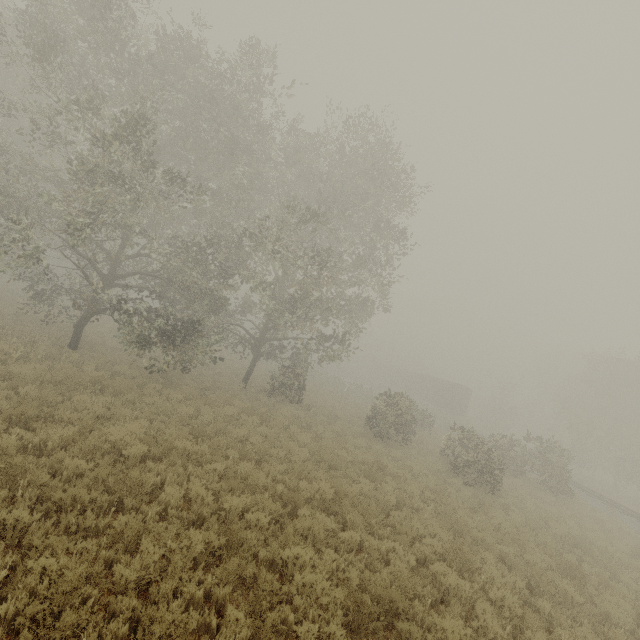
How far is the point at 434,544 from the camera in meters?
8.5 m

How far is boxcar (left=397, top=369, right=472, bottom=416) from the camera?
42.78m

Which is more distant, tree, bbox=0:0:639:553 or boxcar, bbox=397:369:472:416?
boxcar, bbox=397:369:472:416

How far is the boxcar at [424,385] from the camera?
42.8m

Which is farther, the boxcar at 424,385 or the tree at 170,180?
the boxcar at 424,385
